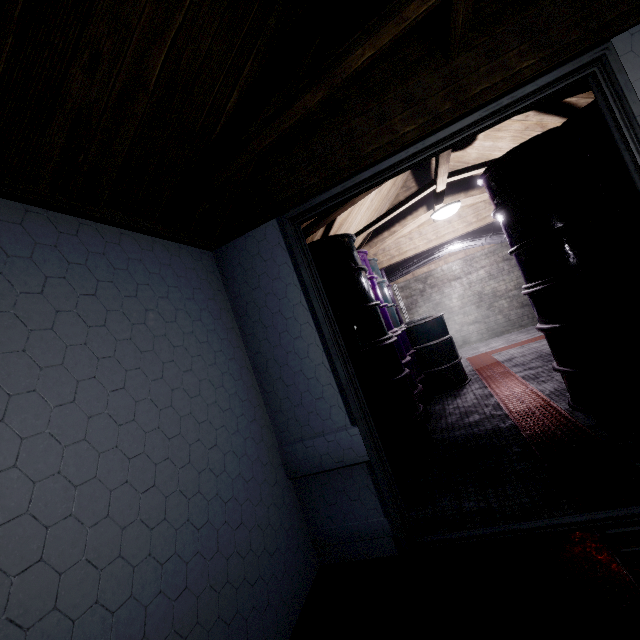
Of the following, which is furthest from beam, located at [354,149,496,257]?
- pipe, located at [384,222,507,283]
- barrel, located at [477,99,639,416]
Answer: pipe, located at [384,222,507,283]

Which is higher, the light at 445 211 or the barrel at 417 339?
the light at 445 211

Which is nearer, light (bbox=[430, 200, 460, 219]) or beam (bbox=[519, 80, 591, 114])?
beam (bbox=[519, 80, 591, 114])

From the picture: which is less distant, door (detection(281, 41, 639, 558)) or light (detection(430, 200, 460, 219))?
door (detection(281, 41, 639, 558))

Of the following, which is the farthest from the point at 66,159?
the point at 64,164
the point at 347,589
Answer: the point at 347,589

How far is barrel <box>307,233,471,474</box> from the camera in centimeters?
269cm

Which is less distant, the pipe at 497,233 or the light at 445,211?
the light at 445,211
